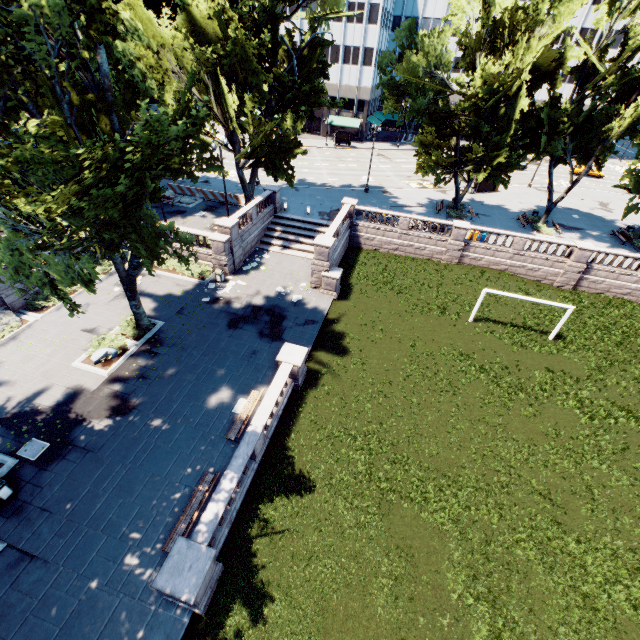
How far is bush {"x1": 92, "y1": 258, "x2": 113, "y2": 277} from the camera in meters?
25.1 m

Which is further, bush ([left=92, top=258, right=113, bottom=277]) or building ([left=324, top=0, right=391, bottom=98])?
building ([left=324, top=0, right=391, bottom=98])

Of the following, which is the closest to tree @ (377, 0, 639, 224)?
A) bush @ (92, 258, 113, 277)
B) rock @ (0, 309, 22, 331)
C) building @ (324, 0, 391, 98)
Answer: building @ (324, 0, 391, 98)

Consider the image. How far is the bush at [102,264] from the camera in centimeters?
2512cm

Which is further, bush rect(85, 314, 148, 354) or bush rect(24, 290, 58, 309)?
bush rect(24, 290, 58, 309)

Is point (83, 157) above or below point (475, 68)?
below

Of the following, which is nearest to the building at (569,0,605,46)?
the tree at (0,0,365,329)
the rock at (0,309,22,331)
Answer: the tree at (0,0,365,329)

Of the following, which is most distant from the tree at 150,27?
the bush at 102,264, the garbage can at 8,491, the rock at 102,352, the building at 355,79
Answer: the bush at 102,264
